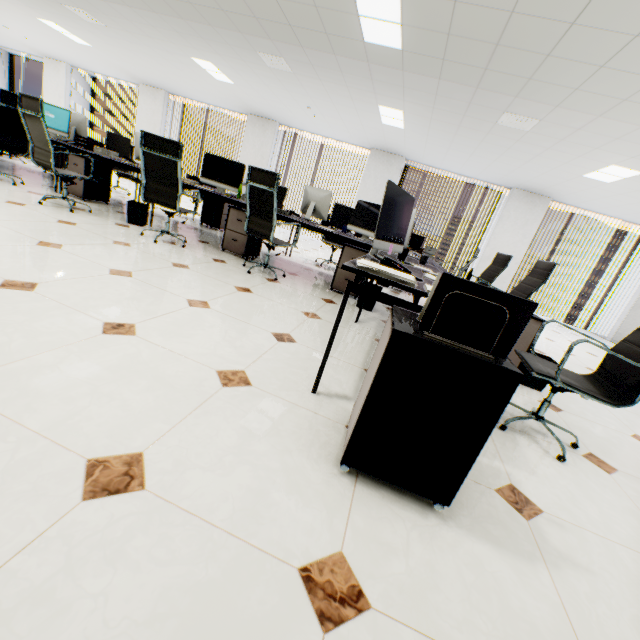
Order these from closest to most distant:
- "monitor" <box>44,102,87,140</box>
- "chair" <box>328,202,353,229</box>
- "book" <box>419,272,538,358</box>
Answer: "book" <box>419,272,538,358</box> → "monitor" <box>44,102,87,140</box> → "chair" <box>328,202,353,229</box>

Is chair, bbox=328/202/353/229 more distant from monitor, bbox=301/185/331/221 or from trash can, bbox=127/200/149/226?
trash can, bbox=127/200/149/226

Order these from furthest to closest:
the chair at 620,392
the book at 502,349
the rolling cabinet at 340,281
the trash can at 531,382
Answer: the rolling cabinet at 340,281, the trash can at 531,382, the chair at 620,392, the book at 502,349

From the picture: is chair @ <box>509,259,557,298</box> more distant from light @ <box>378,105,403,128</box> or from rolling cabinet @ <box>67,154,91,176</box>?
rolling cabinet @ <box>67,154,91,176</box>

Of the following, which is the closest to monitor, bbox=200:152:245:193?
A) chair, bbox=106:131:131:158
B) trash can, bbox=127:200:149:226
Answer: trash can, bbox=127:200:149:226

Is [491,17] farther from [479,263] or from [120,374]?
[479,263]

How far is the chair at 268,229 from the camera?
3.48m

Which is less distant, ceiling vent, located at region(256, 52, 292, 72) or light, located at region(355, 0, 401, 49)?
light, located at region(355, 0, 401, 49)
